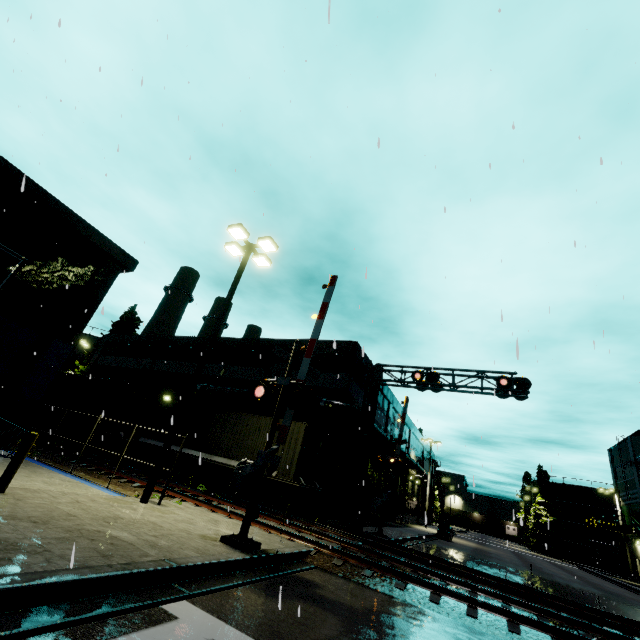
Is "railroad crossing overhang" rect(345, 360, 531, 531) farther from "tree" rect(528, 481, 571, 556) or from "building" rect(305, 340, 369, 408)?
"tree" rect(528, 481, 571, 556)

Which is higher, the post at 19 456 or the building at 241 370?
the building at 241 370

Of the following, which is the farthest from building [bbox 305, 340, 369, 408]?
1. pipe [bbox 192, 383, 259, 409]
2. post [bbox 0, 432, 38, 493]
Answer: post [bbox 0, 432, 38, 493]

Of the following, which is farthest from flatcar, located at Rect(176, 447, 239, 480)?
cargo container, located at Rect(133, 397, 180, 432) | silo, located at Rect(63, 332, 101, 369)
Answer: silo, located at Rect(63, 332, 101, 369)

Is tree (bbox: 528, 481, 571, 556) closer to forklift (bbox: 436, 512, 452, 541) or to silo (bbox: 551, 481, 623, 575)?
silo (bbox: 551, 481, 623, 575)

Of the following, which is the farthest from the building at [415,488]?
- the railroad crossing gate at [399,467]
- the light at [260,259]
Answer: the railroad crossing gate at [399,467]

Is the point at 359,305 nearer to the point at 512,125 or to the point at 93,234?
the point at 512,125

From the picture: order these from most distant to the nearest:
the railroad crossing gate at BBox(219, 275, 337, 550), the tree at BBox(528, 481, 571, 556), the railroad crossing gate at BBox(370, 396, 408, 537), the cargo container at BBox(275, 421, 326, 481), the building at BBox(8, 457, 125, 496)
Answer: the tree at BBox(528, 481, 571, 556) → the railroad crossing gate at BBox(370, 396, 408, 537) → the cargo container at BBox(275, 421, 326, 481) → the building at BBox(8, 457, 125, 496) → the railroad crossing gate at BBox(219, 275, 337, 550)
